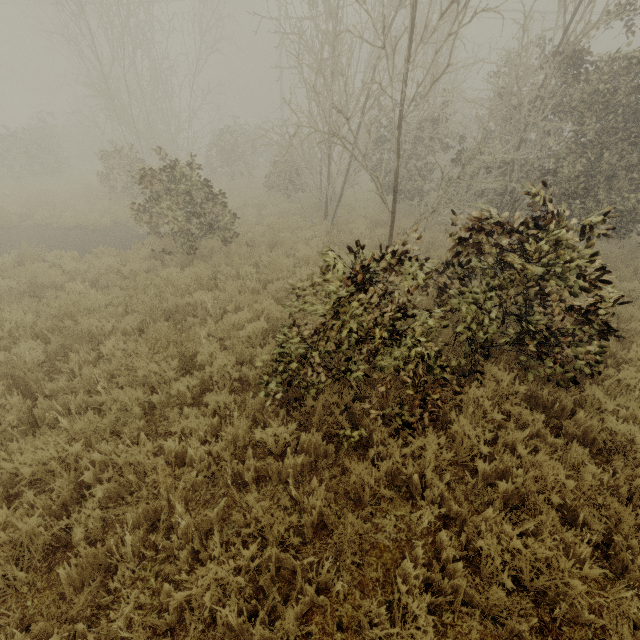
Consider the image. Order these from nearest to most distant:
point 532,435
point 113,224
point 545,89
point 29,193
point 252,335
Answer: point 532,435 < point 252,335 < point 545,89 < point 113,224 < point 29,193
